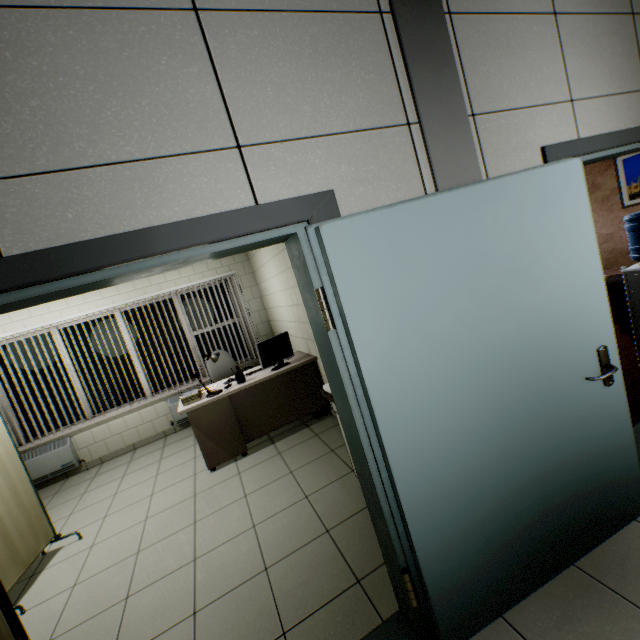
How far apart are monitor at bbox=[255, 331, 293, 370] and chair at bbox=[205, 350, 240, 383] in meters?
1.0

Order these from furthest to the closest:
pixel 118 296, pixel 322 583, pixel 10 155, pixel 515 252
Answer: pixel 118 296 → pixel 322 583 → pixel 515 252 → pixel 10 155

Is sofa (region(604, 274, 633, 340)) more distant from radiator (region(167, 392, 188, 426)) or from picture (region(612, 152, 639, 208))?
radiator (region(167, 392, 188, 426))

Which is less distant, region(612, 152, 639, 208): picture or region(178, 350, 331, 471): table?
region(178, 350, 331, 471): table

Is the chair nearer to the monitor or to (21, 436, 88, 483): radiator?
the monitor

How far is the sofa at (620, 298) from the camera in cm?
369

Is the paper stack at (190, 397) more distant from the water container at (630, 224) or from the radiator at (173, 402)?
the water container at (630, 224)

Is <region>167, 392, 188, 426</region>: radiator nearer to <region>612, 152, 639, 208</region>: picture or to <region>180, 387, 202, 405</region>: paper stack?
<region>180, 387, 202, 405</region>: paper stack
